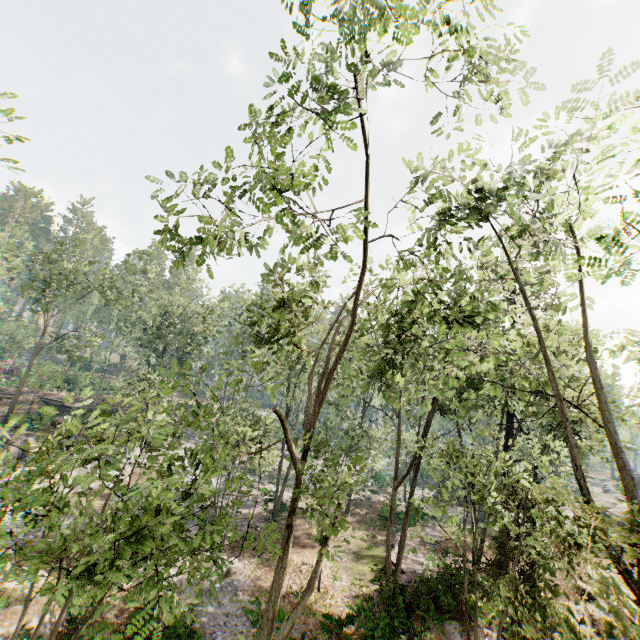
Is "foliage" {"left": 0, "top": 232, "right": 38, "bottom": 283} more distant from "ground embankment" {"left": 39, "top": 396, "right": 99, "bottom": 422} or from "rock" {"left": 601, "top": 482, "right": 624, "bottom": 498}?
"rock" {"left": 601, "top": 482, "right": 624, "bottom": 498}

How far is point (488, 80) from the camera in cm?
898

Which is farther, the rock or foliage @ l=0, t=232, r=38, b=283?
the rock

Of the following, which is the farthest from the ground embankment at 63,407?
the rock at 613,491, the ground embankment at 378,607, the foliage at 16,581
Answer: the rock at 613,491

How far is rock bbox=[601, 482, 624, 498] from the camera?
41.3 meters

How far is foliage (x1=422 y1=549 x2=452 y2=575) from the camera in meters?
12.6 m

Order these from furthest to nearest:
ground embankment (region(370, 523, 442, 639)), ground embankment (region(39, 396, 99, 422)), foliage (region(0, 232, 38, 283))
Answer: ground embankment (region(39, 396, 99, 422))
foliage (region(0, 232, 38, 283))
ground embankment (region(370, 523, 442, 639))

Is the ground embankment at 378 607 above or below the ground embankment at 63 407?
below
